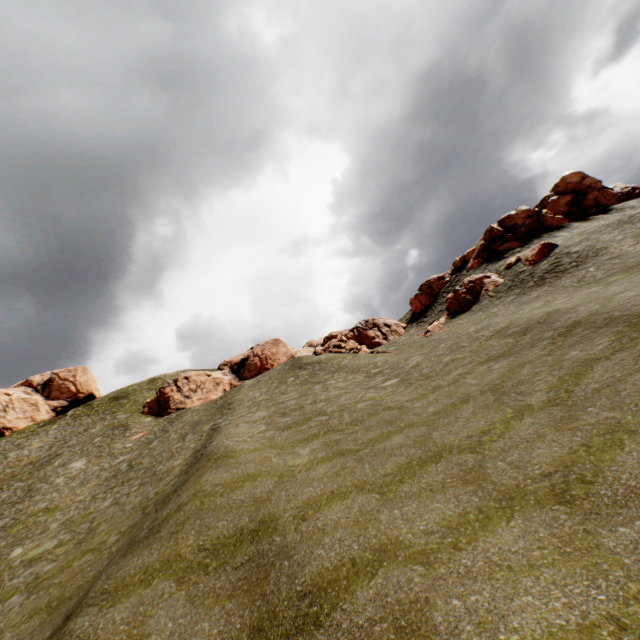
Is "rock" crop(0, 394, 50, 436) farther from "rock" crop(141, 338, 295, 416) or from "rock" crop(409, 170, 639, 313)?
"rock" crop(141, 338, 295, 416)

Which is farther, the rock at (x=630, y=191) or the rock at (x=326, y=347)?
the rock at (x=326, y=347)

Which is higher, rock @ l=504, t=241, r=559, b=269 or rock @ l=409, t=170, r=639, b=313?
rock @ l=409, t=170, r=639, b=313

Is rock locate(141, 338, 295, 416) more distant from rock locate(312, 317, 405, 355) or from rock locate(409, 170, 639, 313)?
rock locate(409, 170, 639, 313)

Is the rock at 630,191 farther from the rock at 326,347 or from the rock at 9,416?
the rock at 9,416

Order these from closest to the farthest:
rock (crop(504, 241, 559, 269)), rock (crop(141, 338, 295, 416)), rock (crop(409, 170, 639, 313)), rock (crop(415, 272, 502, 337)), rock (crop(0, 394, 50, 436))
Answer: rock (crop(504, 241, 559, 269))
rock (crop(415, 272, 502, 337))
rock (crop(409, 170, 639, 313))
rock (crop(141, 338, 295, 416))
rock (crop(0, 394, 50, 436))

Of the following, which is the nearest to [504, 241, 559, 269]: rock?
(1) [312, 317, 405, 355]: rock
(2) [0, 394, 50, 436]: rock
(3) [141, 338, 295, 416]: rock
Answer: (1) [312, 317, 405, 355]: rock

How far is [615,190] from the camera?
41.9 meters
